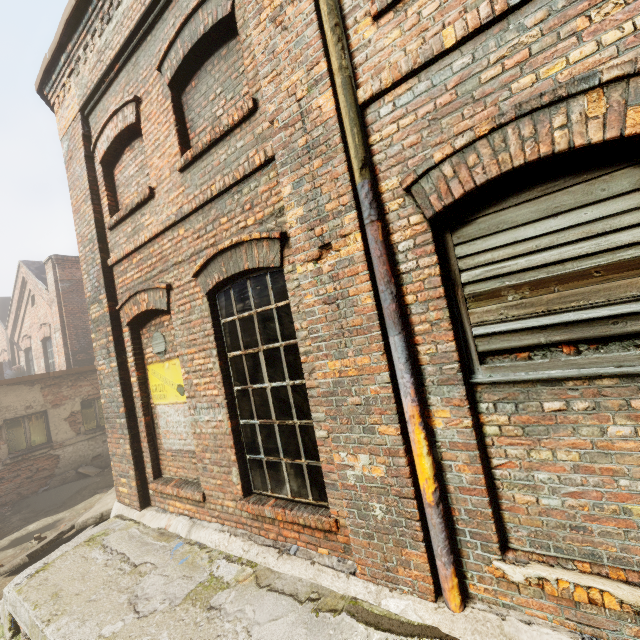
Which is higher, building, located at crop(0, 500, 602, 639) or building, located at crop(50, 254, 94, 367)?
building, located at crop(50, 254, 94, 367)

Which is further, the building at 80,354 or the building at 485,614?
the building at 80,354

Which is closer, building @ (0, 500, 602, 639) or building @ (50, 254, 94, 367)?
building @ (0, 500, 602, 639)

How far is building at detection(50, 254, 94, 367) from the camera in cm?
1280

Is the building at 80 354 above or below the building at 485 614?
above

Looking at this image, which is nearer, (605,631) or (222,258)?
(605,631)
